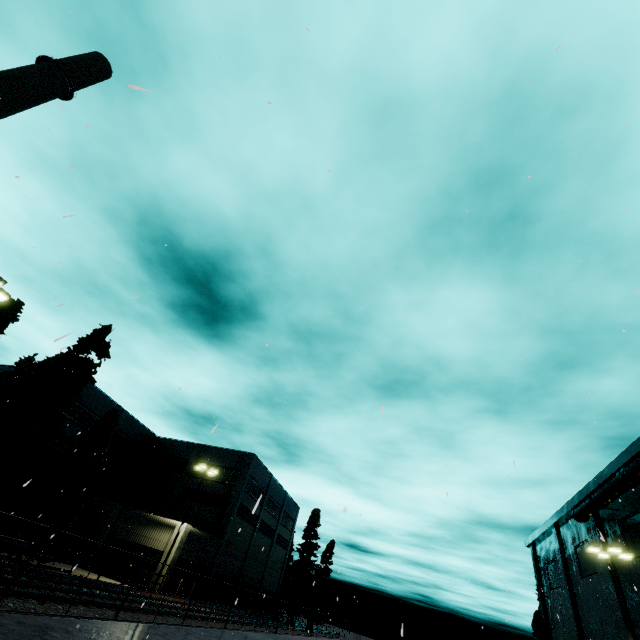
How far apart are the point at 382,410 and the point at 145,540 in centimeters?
3651cm

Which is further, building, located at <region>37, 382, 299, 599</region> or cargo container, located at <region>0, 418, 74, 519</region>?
building, located at <region>37, 382, 299, 599</region>

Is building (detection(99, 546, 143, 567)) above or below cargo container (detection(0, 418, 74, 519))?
below

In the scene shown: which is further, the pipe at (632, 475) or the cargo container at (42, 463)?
the pipe at (632, 475)

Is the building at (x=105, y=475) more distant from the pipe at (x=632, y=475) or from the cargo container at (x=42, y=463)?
the pipe at (x=632, y=475)

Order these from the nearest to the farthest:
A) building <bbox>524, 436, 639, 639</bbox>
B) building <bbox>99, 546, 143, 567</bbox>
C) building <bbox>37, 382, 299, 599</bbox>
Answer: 1. building <bbox>524, 436, 639, 639</bbox>
2. building <bbox>99, 546, 143, 567</bbox>
3. building <bbox>37, 382, 299, 599</bbox>

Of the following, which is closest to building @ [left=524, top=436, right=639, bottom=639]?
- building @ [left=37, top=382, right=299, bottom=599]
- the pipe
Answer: the pipe

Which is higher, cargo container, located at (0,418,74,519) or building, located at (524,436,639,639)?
building, located at (524,436,639,639)
